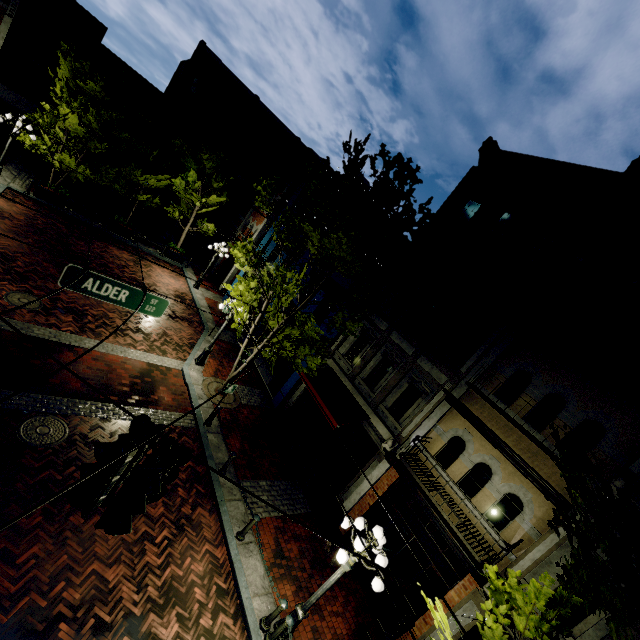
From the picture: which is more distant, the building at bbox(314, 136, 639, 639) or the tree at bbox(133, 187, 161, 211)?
the tree at bbox(133, 187, 161, 211)

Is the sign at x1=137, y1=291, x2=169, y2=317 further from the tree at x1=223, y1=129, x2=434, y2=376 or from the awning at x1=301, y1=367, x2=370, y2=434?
the awning at x1=301, y1=367, x2=370, y2=434

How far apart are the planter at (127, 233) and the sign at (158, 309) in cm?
1765

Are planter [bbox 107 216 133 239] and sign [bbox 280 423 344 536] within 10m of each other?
no

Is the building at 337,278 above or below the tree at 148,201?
above

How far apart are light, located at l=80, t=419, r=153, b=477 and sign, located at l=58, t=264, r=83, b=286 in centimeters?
328cm

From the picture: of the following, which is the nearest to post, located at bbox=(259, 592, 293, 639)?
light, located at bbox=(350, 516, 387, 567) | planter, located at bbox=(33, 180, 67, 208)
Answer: light, located at bbox=(350, 516, 387, 567)

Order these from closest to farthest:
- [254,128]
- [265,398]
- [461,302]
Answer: [461,302]
[265,398]
[254,128]
